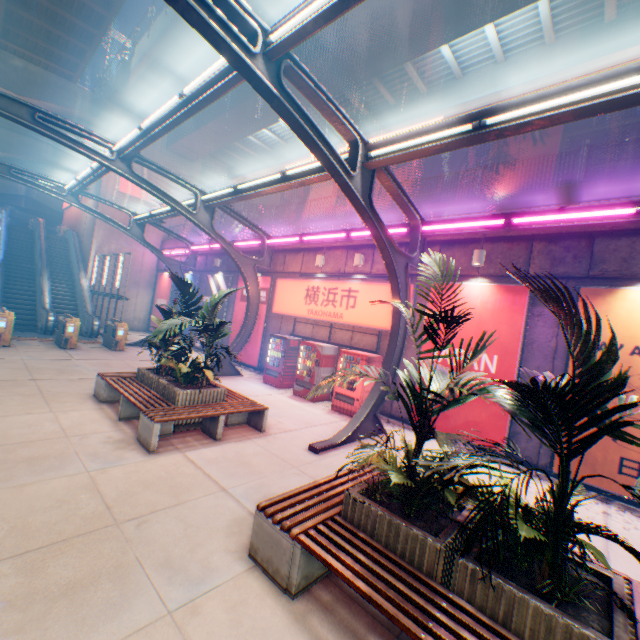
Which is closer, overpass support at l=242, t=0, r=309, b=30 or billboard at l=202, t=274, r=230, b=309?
overpass support at l=242, t=0, r=309, b=30

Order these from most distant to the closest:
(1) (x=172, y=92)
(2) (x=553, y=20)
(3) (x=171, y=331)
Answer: (1) (x=172, y=92) → (2) (x=553, y=20) → (3) (x=171, y=331)

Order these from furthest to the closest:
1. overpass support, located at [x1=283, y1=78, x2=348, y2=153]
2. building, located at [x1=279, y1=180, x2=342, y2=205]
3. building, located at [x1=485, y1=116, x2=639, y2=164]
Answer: building, located at [x1=279, y1=180, x2=342, y2=205] → building, located at [x1=485, y1=116, x2=639, y2=164] → overpass support, located at [x1=283, y1=78, x2=348, y2=153]

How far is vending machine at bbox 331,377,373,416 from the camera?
10.04m

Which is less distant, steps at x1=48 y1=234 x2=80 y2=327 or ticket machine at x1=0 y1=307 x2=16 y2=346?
ticket machine at x1=0 y1=307 x2=16 y2=346

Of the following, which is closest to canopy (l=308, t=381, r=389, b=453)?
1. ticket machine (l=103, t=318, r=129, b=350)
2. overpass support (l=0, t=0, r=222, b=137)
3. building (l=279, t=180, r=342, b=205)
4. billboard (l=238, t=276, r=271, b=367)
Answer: ticket machine (l=103, t=318, r=129, b=350)

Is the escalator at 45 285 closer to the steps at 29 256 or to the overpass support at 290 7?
the steps at 29 256

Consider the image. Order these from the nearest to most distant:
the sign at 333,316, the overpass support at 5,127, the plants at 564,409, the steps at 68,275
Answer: the plants at 564,409 → the sign at 333,316 → the steps at 68,275 → the overpass support at 5,127
